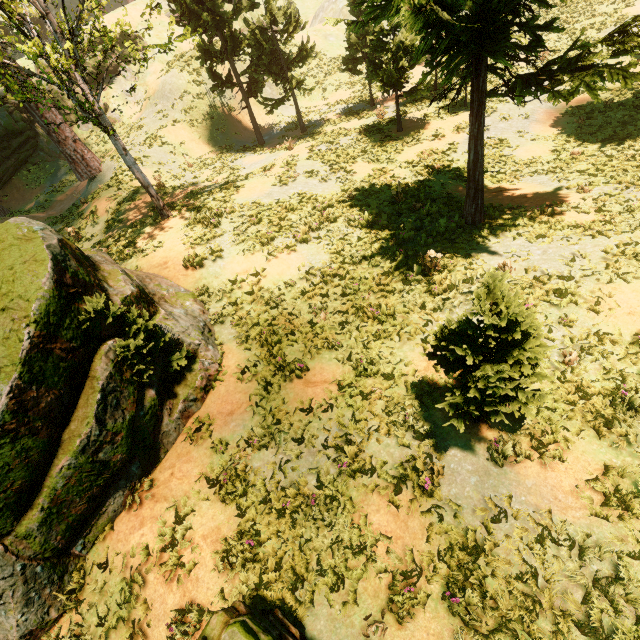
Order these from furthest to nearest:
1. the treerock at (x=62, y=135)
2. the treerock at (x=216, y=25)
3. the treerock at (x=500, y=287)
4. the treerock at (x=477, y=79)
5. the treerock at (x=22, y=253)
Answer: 1. the treerock at (x=216, y=25)
2. the treerock at (x=62, y=135)
3. the treerock at (x=477, y=79)
4. the treerock at (x=22, y=253)
5. the treerock at (x=500, y=287)

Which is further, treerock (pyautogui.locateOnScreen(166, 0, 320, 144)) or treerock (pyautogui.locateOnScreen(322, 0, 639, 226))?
treerock (pyautogui.locateOnScreen(166, 0, 320, 144))

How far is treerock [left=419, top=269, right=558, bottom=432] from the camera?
4.30m

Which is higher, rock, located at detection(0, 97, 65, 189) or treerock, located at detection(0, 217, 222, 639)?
rock, located at detection(0, 97, 65, 189)

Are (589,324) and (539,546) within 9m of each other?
yes

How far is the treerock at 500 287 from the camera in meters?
4.3

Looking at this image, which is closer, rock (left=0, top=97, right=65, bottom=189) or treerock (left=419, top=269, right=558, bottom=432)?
treerock (left=419, top=269, right=558, bottom=432)

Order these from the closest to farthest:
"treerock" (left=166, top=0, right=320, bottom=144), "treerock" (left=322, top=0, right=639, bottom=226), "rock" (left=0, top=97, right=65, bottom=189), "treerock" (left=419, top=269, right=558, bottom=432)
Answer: "treerock" (left=419, top=269, right=558, bottom=432), "treerock" (left=322, top=0, right=639, bottom=226), "treerock" (left=166, top=0, right=320, bottom=144), "rock" (left=0, top=97, right=65, bottom=189)
